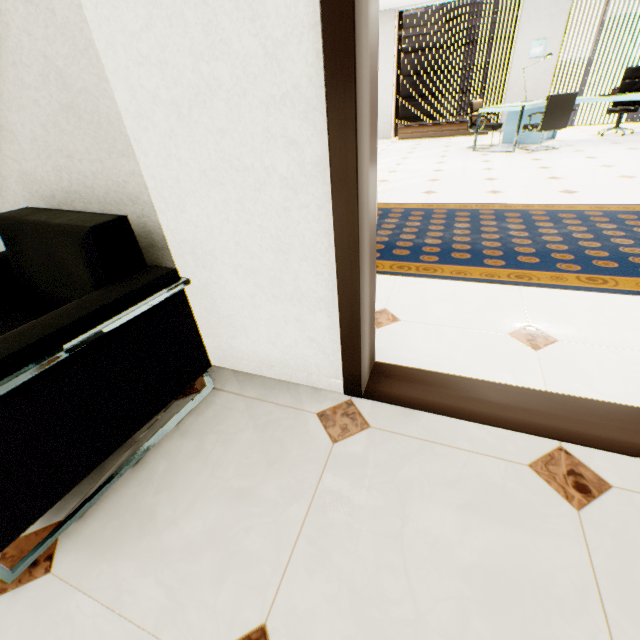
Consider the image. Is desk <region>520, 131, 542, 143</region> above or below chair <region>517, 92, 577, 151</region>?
below

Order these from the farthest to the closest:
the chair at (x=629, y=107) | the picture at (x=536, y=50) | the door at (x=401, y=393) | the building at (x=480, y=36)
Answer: the building at (x=480, y=36) → the picture at (x=536, y=50) → the chair at (x=629, y=107) → the door at (x=401, y=393)

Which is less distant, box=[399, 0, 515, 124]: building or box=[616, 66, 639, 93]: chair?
box=[616, 66, 639, 93]: chair

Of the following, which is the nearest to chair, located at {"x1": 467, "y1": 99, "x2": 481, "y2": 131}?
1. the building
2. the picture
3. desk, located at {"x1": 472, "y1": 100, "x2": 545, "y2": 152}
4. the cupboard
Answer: desk, located at {"x1": 472, "y1": 100, "x2": 545, "y2": 152}

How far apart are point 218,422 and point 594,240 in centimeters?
295cm

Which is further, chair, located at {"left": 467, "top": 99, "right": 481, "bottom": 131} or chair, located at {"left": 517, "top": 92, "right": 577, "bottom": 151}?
chair, located at {"left": 467, "top": 99, "right": 481, "bottom": 131}

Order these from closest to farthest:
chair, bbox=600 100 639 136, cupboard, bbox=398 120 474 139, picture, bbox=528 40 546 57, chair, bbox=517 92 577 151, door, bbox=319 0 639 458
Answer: door, bbox=319 0 639 458
chair, bbox=517 92 577 151
chair, bbox=600 100 639 136
picture, bbox=528 40 546 57
cupboard, bbox=398 120 474 139

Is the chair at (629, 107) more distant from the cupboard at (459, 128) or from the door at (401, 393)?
the door at (401, 393)
